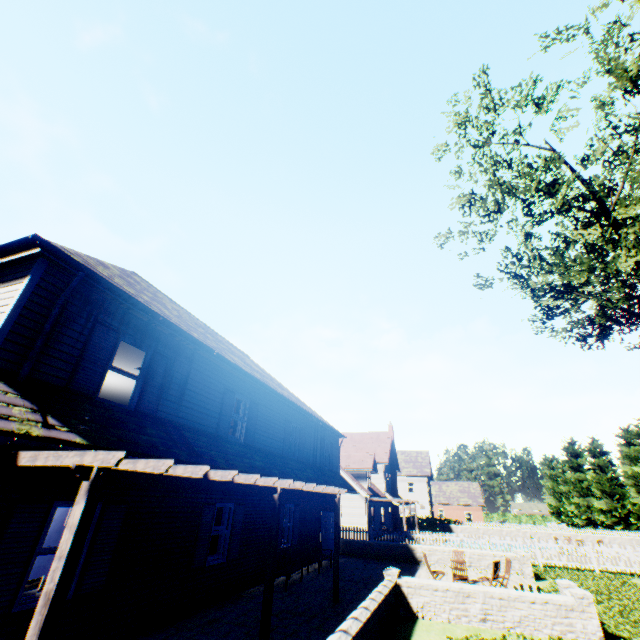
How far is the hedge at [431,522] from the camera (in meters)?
43.34

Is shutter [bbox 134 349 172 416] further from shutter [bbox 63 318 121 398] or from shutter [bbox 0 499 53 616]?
shutter [bbox 0 499 53 616]

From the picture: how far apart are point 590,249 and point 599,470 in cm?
4153

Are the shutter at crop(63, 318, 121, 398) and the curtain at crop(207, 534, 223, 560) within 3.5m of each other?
no

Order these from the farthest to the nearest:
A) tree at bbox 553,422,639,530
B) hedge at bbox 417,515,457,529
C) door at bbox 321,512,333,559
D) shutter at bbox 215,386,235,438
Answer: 1. hedge at bbox 417,515,457,529
2. tree at bbox 553,422,639,530
3. door at bbox 321,512,333,559
4. shutter at bbox 215,386,235,438

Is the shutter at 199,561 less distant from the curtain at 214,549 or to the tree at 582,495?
the curtain at 214,549

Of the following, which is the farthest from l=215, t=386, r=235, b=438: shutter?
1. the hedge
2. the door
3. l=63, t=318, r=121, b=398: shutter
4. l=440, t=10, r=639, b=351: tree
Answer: the hedge

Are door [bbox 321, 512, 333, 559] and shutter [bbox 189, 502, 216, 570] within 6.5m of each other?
no
